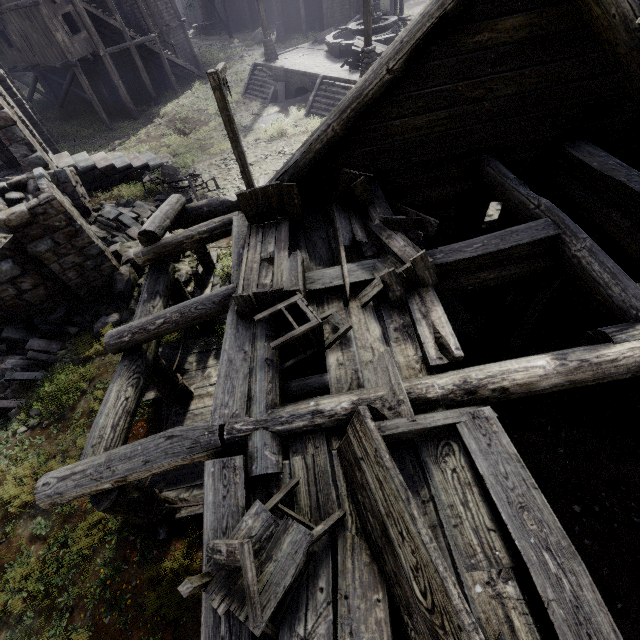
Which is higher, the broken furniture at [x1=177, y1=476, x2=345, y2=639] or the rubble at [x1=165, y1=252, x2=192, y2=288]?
the broken furniture at [x1=177, y1=476, x2=345, y2=639]

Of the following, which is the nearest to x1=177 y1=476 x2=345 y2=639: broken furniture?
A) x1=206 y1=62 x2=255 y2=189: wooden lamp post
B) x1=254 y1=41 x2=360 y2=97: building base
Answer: x1=206 y1=62 x2=255 y2=189: wooden lamp post

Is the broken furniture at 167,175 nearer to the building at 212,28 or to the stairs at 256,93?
the building at 212,28

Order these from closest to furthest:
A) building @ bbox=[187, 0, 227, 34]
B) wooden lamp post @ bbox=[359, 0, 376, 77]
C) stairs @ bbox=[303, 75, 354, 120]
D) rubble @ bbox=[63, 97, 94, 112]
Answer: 1. wooden lamp post @ bbox=[359, 0, 376, 77]
2. stairs @ bbox=[303, 75, 354, 120]
3. rubble @ bbox=[63, 97, 94, 112]
4. building @ bbox=[187, 0, 227, 34]

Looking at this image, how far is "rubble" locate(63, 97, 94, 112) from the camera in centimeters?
2545cm

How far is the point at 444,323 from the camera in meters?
3.9 m

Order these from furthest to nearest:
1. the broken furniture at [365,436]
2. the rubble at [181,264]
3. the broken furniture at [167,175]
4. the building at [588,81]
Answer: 1. the broken furniture at [167,175]
2. the rubble at [181,264]
3. the building at [588,81]
4. the broken furniture at [365,436]

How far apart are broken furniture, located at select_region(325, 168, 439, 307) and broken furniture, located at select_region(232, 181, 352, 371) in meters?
0.1 m
